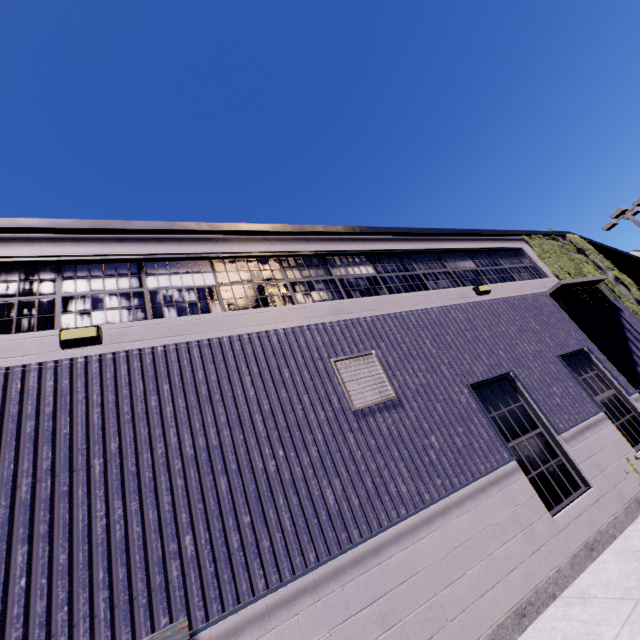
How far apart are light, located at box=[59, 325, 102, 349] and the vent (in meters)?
3.54

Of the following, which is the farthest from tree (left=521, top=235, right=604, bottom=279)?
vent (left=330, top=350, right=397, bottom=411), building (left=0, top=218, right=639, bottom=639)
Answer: vent (left=330, top=350, right=397, bottom=411)

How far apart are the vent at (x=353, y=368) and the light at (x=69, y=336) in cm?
354

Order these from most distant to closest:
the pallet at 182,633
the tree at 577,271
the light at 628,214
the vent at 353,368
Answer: the light at 628,214 → the tree at 577,271 → the vent at 353,368 → the pallet at 182,633

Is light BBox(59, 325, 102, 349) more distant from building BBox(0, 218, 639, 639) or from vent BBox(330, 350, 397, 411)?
vent BBox(330, 350, 397, 411)

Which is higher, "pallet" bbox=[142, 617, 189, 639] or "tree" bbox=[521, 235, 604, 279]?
"tree" bbox=[521, 235, 604, 279]

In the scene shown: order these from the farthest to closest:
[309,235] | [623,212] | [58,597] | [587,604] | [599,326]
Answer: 1. [623,212]
2. [599,326]
3. [309,235]
4. [587,604]
5. [58,597]

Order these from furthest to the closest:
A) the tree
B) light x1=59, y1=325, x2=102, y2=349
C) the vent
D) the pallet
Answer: the tree, the vent, light x1=59, y1=325, x2=102, y2=349, the pallet
